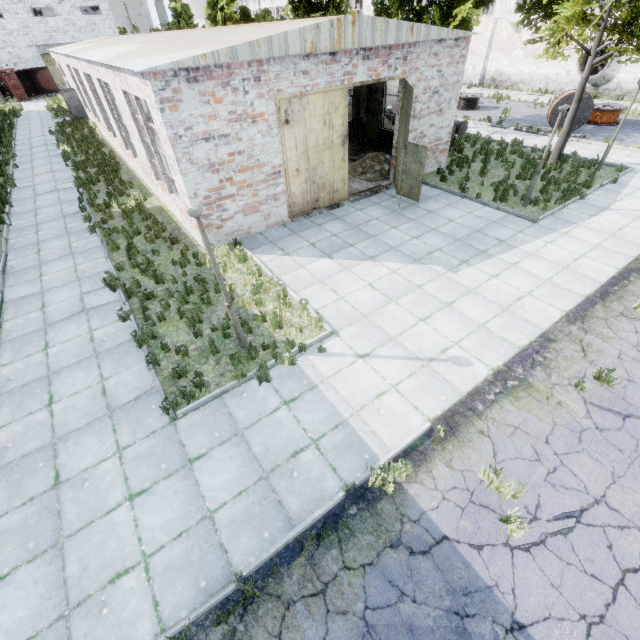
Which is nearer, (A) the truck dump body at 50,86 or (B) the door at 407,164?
(B) the door at 407,164

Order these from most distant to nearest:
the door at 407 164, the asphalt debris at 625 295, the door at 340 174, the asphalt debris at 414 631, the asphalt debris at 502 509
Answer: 1. the door at 407 164
2. the door at 340 174
3. the asphalt debris at 625 295
4. the asphalt debris at 502 509
5. the asphalt debris at 414 631

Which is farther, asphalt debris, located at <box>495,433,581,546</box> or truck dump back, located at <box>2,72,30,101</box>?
truck dump back, located at <box>2,72,30,101</box>

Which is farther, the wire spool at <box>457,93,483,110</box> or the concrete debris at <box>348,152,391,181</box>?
the wire spool at <box>457,93,483,110</box>

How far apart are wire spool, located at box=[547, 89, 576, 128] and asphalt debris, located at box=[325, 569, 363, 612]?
24.4m

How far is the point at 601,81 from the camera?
25.2m

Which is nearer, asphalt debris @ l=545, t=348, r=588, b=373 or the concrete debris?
asphalt debris @ l=545, t=348, r=588, b=373

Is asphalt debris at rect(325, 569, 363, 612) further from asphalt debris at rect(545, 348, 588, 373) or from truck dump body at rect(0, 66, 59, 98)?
truck dump body at rect(0, 66, 59, 98)
